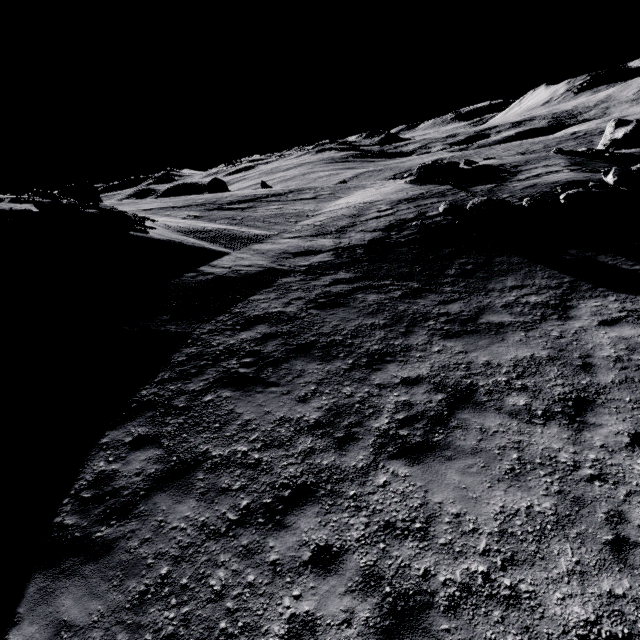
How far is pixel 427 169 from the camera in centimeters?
2236cm

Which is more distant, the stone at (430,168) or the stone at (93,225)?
the stone at (430,168)

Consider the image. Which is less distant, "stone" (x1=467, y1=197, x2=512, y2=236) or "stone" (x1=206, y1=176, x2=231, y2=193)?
"stone" (x1=467, y1=197, x2=512, y2=236)

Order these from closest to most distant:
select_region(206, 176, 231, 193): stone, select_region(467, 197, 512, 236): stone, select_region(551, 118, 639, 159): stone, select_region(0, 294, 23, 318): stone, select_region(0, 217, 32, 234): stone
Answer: select_region(0, 294, 23, 318): stone
select_region(0, 217, 32, 234): stone
select_region(467, 197, 512, 236): stone
select_region(551, 118, 639, 159): stone
select_region(206, 176, 231, 193): stone

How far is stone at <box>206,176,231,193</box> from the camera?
43.3m

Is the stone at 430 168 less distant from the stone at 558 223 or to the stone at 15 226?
the stone at 558 223

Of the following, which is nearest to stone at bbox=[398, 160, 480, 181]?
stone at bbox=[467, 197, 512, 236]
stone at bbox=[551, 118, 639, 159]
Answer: stone at bbox=[467, 197, 512, 236]

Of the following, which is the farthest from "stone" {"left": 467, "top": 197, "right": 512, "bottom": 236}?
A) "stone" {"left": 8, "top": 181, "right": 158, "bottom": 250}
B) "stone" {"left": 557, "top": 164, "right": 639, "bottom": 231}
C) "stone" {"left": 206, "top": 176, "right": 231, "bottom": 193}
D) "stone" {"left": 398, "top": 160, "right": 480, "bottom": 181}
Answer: "stone" {"left": 206, "top": 176, "right": 231, "bottom": 193}
